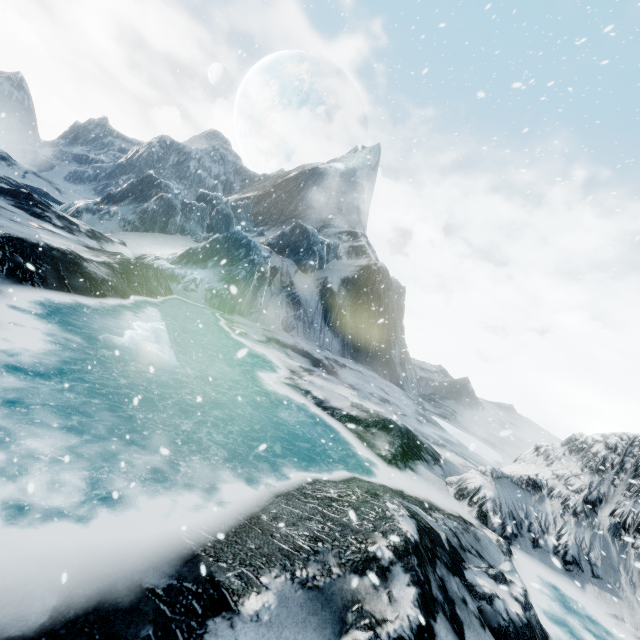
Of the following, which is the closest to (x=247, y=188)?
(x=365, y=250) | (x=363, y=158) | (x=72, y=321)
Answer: (x=363, y=158)
